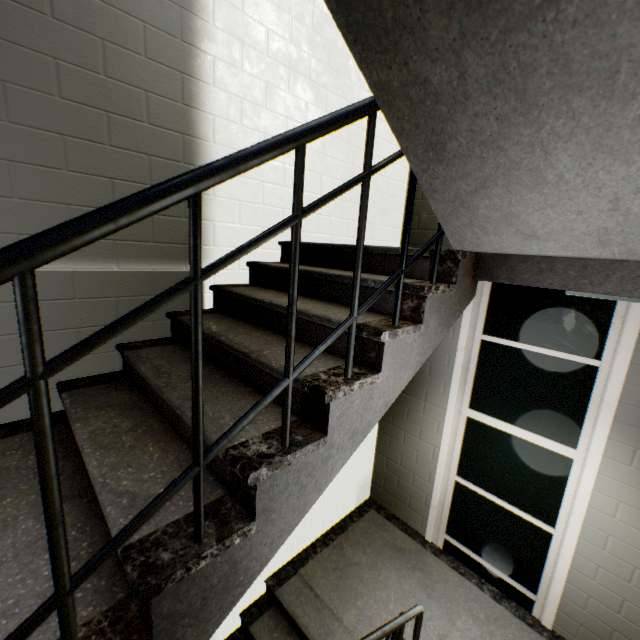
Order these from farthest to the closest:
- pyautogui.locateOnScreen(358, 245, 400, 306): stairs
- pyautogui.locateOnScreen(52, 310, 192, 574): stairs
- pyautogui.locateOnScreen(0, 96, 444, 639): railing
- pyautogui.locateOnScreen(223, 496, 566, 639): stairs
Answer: pyautogui.locateOnScreen(223, 496, 566, 639): stairs
pyautogui.locateOnScreen(358, 245, 400, 306): stairs
pyautogui.locateOnScreen(52, 310, 192, 574): stairs
pyautogui.locateOnScreen(0, 96, 444, 639): railing

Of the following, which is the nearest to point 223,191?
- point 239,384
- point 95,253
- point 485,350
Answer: point 95,253

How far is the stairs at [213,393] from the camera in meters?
1.3 m

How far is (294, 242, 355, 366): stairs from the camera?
1.5m

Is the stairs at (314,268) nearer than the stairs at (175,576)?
No

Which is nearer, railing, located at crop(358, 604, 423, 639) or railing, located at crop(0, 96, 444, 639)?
railing, located at crop(0, 96, 444, 639)

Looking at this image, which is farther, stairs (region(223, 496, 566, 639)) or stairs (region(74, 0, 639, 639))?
stairs (region(223, 496, 566, 639))
